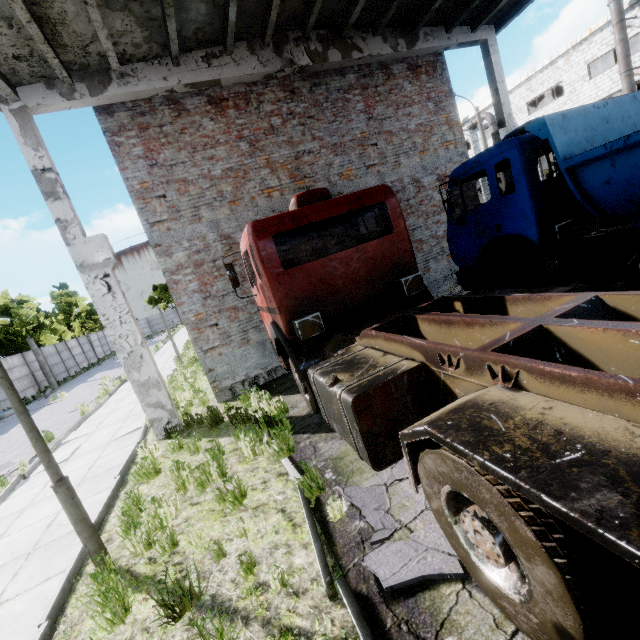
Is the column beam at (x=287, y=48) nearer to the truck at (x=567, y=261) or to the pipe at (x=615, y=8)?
the truck at (x=567, y=261)

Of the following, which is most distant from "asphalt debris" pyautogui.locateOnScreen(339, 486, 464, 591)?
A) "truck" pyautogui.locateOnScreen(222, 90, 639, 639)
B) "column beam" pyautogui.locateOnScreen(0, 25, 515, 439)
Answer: "column beam" pyautogui.locateOnScreen(0, 25, 515, 439)

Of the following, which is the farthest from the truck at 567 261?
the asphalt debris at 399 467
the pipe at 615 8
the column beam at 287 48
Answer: the pipe at 615 8

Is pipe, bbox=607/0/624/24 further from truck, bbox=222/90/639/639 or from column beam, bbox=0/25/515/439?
truck, bbox=222/90/639/639

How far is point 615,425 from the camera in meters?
1.6

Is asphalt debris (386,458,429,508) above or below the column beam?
below

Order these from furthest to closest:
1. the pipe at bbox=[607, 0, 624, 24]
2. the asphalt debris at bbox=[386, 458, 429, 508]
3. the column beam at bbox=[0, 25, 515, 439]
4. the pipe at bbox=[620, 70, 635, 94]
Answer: the pipe at bbox=[620, 70, 635, 94] < the pipe at bbox=[607, 0, 624, 24] < the column beam at bbox=[0, 25, 515, 439] < the asphalt debris at bbox=[386, 458, 429, 508]

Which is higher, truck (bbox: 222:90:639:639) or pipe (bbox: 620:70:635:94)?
pipe (bbox: 620:70:635:94)
